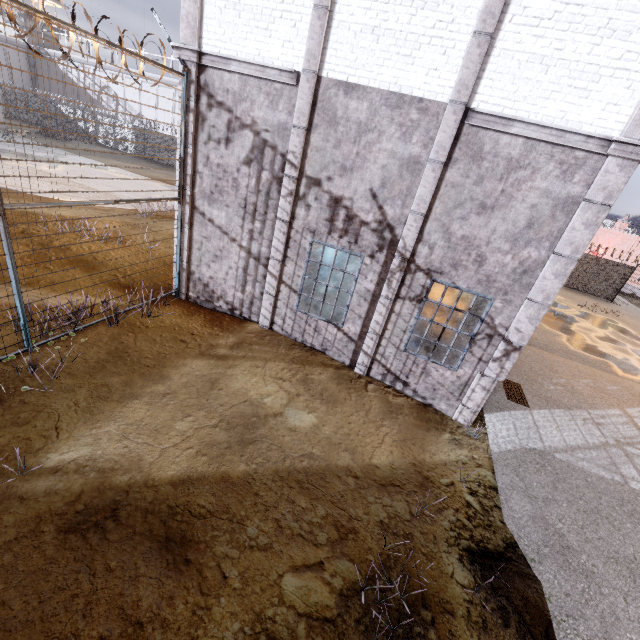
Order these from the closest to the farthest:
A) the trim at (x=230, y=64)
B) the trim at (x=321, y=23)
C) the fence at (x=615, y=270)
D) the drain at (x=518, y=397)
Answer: the trim at (x=321, y=23) → the trim at (x=230, y=64) → the drain at (x=518, y=397) → the fence at (x=615, y=270)

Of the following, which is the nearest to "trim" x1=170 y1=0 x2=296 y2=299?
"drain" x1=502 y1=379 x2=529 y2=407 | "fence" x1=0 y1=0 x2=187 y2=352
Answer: "fence" x1=0 y1=0 x2=187 y2=352

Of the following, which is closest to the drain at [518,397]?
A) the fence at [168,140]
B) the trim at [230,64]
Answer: the trim at [230,64]

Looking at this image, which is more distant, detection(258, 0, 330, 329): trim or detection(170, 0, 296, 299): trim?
detection(170, 0, 296, 299): trim

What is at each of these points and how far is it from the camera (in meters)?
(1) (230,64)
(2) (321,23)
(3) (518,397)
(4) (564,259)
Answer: (1) trim, 6.95
(2) trim, 6.12
(3) drain, 8.98
(4) trim, 6.22

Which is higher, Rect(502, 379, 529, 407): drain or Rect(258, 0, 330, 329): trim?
Rect(258, 0, 330, 329): trim

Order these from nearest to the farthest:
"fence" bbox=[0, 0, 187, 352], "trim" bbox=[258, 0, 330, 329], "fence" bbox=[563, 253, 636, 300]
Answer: "fence" bbox=[0, 0, 187, 352], "trim" bbox=[258, 0, 330, 329], "fence" bbox=[563, 253, 636, 300]

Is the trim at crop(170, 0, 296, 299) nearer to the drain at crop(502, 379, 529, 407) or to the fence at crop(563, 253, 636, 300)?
the fence at crop(563, 253, 636, 300)
